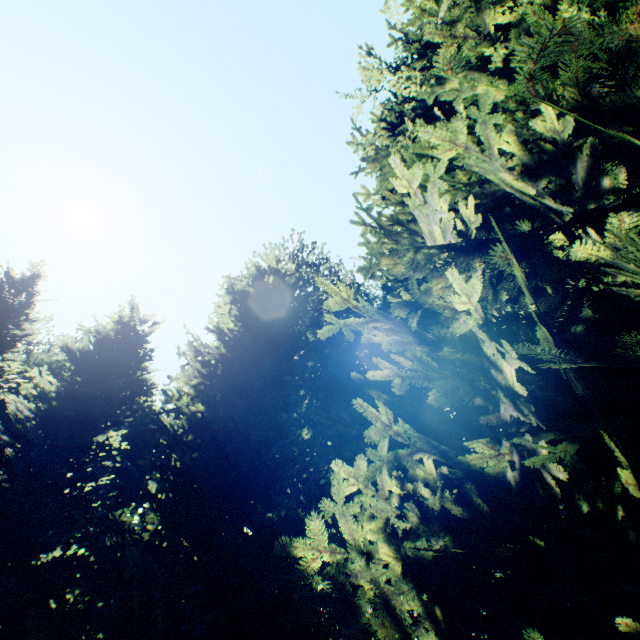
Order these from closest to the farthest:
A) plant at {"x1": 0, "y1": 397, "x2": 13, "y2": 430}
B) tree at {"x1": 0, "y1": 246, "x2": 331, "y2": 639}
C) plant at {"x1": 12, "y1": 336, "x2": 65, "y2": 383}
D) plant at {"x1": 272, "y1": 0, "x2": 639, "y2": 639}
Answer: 1. plant at {"x1": 272, "y1": 0, "x2": 639, "y2": 639}
2. tree at {"x1": 0, "y1": 246, "x2": 331, "y2": 639}
3. plant at {"x1": 0, "y1": 397, "x2": 13, "y2": 430}
4. plant at {"x1": 12, "y1": 336, "x2": 65, "y2": 383}

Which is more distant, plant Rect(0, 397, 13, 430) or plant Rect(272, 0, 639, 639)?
plant Rect(0, 397, 13, 430)

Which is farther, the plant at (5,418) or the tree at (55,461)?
the plant at (5,418)

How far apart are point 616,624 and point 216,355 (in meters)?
11.29

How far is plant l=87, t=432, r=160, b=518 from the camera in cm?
2956

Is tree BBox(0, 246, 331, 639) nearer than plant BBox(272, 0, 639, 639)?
No

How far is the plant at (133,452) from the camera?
29.6m
